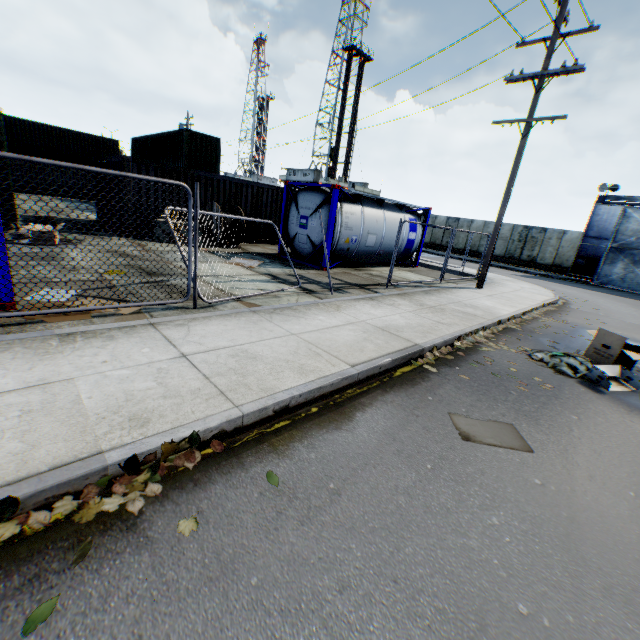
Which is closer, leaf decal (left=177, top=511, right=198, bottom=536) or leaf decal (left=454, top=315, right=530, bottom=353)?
leaf decal (left=177, top=511, right=198, bottom=536)

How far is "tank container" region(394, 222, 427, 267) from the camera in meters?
15.0

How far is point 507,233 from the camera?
28.1 meters

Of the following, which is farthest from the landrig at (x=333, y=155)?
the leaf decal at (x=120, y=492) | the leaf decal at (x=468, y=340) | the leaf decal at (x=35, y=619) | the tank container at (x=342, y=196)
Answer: the leaf decal at (x=35, y=619)

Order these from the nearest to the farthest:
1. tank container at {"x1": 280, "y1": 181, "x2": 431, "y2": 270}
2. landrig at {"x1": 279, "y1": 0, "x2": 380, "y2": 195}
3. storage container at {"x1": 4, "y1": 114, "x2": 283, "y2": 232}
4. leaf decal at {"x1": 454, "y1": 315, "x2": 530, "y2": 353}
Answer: leaf decal at {"x1": 454, "y1": 315, "x2": 530, "y2": 353} < tank container at {"x1": 280, "y1": 181, "x2": 431, "y2": 270} < storage container at {"x1": 4, "y1": 114, "x2": 283, "y2": 232} < landrig at {"x1": 279, "y1": 0, "x2": 380, "y2": 195}

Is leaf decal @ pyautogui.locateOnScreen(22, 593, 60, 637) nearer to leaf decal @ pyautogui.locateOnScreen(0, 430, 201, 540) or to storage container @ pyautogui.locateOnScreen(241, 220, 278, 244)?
leaf decal @ pyautogui.locateOnScreen(0, 430, 201, 540)

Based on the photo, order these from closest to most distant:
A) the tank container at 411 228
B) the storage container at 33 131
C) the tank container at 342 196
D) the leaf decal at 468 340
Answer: the leaf decal at 468 340 < the tank container at 342 196 < the storage container at 33 131 < the tank container at 411 228

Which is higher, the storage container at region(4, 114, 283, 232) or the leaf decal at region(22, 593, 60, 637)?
the storage container at region(4, 114, 283, 232)
